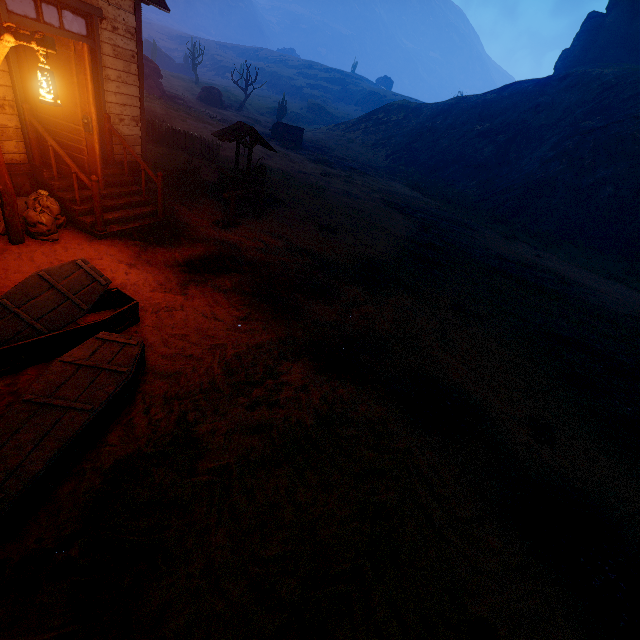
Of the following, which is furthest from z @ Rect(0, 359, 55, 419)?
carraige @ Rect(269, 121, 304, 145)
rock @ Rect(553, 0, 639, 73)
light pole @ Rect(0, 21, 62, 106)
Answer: carraige @ Rect(269, 121, 304, 145)

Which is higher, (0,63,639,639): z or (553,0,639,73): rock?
(553,0,639,73): rock

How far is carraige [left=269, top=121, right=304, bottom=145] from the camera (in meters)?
32.84

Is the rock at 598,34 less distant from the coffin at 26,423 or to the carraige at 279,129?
the carraige at 279,129

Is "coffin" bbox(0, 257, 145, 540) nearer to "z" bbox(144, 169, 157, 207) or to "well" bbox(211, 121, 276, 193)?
"z" bbox(144, 169, 157, 207)

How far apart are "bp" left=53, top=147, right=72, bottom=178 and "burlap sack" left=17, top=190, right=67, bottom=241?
0.5 meters

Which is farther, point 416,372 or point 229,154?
point 229,154

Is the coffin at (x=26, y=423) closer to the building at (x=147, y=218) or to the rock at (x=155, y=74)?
the building at (x=147, y=218)
